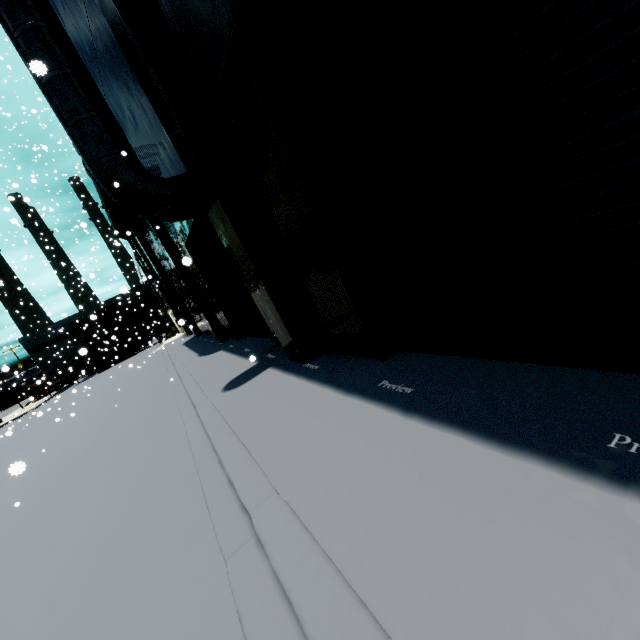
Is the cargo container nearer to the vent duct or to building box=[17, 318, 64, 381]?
building box=[17, 318, 64, 381]

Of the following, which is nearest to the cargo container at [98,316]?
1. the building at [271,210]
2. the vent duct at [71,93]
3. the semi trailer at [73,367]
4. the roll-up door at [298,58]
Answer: the semi trailer at [73,367]

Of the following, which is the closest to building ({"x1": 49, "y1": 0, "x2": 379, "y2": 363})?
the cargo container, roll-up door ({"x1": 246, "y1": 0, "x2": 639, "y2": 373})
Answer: roll-up door ({"x1": 246, "y1": 0, "x2": 639, "y2": 373})

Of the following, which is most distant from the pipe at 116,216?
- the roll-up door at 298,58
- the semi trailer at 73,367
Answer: the semi trailer at 73,367

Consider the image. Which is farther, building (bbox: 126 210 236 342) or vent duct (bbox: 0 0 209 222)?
building (bbox: 126 210 236 342)

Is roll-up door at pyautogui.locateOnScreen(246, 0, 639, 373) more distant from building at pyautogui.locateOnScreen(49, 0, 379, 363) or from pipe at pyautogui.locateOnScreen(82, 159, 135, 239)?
pipe at pyautogui.locateOnScreen(82, 159, 135, 239)

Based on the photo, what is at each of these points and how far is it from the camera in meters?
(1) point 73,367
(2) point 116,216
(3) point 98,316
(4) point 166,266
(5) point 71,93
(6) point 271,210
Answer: (1) semi trailer, 45.1 m
(2) pipe, 18.1 m
(3) cargo container, 50.9 m
(4) building, 21.6 m
(5) vent duct, 6.1 m
(6) building, 5.6 m
